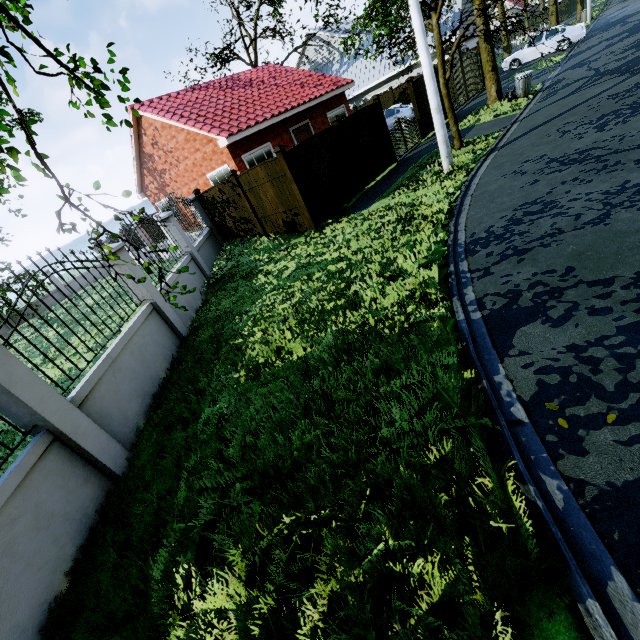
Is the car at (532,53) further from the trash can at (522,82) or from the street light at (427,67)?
the street light at (427,67)

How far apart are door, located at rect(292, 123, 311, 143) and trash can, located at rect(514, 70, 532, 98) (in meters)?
9.45

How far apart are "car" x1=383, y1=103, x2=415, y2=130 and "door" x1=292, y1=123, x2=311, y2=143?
6.8 meters

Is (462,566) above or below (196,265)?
below

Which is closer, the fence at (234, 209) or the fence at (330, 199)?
the fence at (330, 199)

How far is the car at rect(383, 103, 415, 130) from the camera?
20.59m

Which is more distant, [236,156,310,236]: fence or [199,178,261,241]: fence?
[199,178,261,241]: fence

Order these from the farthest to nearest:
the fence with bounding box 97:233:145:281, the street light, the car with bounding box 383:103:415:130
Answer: the car with bounding box 383:103:415:130 → the street light → the fence with bounding box 97:233:145:281
